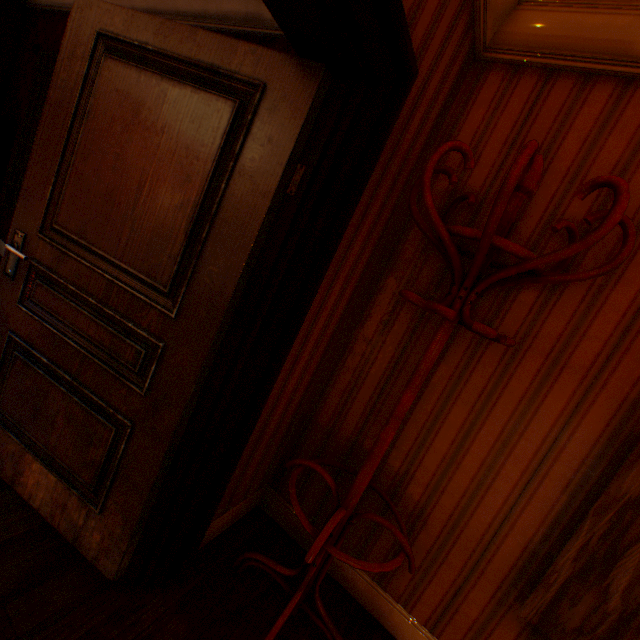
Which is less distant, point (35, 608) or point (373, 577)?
point (35, 608)

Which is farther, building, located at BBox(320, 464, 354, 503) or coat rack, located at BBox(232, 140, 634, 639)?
building, located at BBox(320, 464, 354, 503)

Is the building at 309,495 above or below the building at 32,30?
below

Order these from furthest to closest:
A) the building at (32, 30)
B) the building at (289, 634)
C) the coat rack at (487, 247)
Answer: the building at (32, 30) → the building at (289, 634) → the coat rack at (487, 247)

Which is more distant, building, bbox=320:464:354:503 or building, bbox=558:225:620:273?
building, bbox=320:464:354:503

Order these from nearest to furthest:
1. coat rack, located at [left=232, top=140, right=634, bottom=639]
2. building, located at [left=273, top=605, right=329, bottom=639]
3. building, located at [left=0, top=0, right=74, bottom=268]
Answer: coat rack, located at [left=232, top=140, right=634, bottom=639], building, located at [left=273, top=605, right=329, bottom=639], building, located at [left=0, top=0, right=74, bottom=268]

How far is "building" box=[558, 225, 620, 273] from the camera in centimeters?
142cm

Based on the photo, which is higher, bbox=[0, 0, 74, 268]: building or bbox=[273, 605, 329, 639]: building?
bbox=[0, 0, 74, 268]: building
